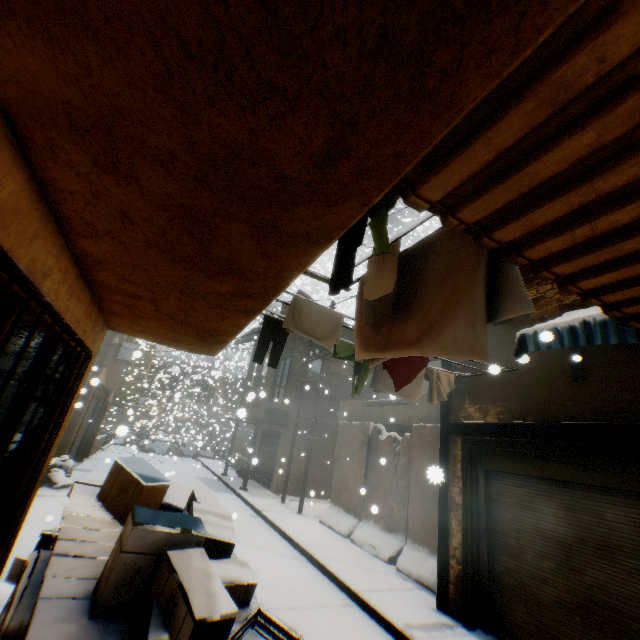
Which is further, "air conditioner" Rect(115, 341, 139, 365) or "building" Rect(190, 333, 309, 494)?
"building" Rect(190, 333, 309, 494)

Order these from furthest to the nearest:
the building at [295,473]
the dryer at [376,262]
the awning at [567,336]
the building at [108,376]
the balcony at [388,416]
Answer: the building at [295,473] → the building at [108,376] → the balcony at [388,416] → the awning at [567,336] → the dryer at [376,262]

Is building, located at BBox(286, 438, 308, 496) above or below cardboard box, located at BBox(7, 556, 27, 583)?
above

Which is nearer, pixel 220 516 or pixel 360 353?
pixel 360 353

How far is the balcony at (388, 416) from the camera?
9.4 meters

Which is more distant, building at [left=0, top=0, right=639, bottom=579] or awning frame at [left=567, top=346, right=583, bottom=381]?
awning frame at [left=567, top=346, right=583, bottom=381]

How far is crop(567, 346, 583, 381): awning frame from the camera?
4.92m

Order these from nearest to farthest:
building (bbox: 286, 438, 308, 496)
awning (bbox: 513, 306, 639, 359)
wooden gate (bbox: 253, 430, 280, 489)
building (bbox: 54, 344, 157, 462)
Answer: awning (bbox: 513, 306, 639, 359)
building (bbox: 54, 344, 157, 462)
building (bbox: 286, 438, 308, 496)
wooden gate (bbox: 253, 430, 280, 489)
